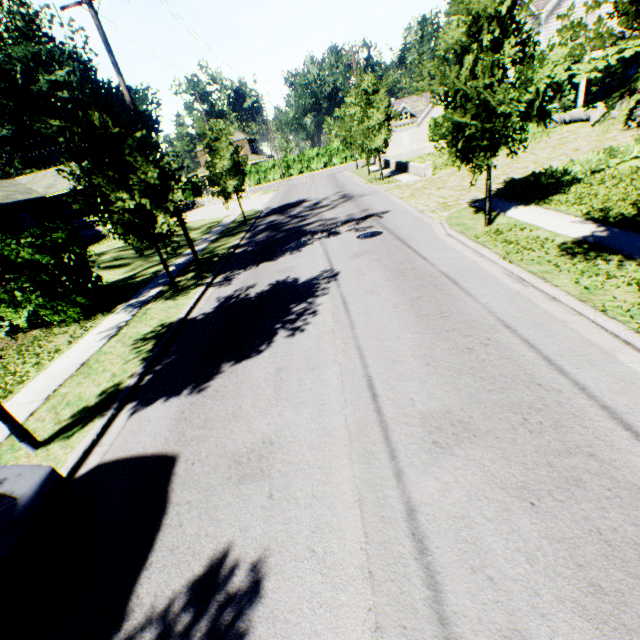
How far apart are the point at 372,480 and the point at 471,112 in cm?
976

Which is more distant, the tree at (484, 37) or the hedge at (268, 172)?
the hedge at (268, 172)

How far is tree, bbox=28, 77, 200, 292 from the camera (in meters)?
8.82

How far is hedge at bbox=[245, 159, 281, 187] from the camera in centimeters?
5284cm

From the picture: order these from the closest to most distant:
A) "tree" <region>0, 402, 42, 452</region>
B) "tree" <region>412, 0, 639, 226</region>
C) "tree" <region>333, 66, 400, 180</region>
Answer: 1. "tree" <region>412, 0, 639, 226</region>
2. "tree" <region>0, 402, 42, 452</region>
3. "tree" <region>333, 66, 400, 180</region>

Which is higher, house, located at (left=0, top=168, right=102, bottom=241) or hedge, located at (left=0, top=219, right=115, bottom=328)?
house, located at (left=0, top=168, right=102, bottom=241)

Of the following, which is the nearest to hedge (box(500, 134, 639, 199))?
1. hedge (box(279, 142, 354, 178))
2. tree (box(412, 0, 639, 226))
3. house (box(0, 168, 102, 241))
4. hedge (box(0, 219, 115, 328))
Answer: tree (box(412, 0, 639, 226))

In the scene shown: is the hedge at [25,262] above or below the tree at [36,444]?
above
